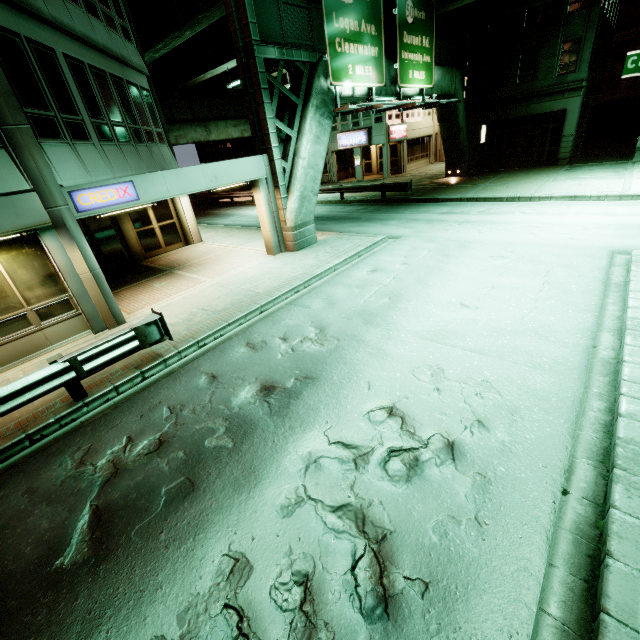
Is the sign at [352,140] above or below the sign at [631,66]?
below

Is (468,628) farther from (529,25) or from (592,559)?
(529,25)

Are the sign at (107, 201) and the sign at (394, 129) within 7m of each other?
no

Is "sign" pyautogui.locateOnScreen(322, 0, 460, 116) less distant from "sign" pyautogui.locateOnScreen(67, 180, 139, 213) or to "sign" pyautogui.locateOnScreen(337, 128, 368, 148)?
"sign" pyautogui.locateOnScreen(67, 180, 139, 213)

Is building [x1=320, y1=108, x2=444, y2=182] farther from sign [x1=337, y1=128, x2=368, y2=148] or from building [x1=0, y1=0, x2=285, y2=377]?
building [x1=0, y1=0, x2=285, y2=377]

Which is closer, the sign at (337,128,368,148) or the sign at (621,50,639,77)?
the sign at (621,50,639,77)

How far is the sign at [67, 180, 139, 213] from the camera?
8.0m

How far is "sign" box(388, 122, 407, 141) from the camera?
29.7m
